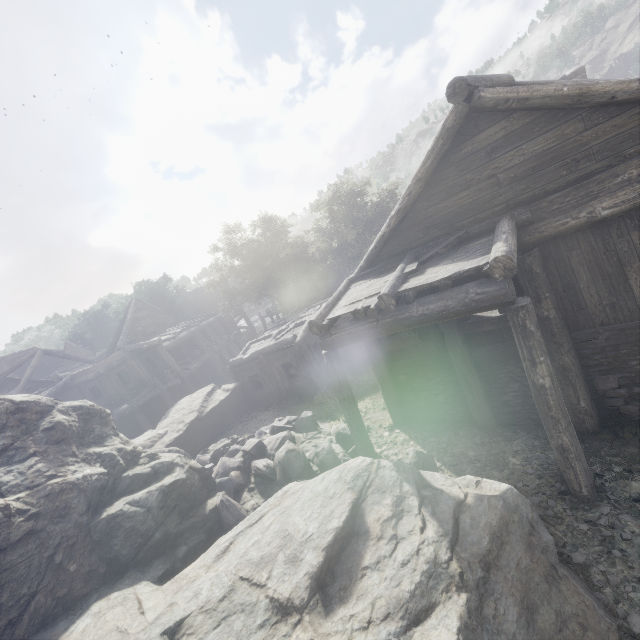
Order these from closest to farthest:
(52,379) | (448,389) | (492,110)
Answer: (492,110) → (448,389) → (52,379)

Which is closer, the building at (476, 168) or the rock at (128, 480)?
the rock at (128, 480)

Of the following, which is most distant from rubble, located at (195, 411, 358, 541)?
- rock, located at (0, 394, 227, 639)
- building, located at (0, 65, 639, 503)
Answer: building, located at (0, 65, 639, 503)

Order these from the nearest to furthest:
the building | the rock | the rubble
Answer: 1. the rock
2. the building
3. the rubble

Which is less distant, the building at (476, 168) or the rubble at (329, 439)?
the building at (476, 168)

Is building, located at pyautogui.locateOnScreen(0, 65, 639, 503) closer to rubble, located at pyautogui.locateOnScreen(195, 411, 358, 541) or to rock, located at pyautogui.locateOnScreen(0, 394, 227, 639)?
rock, located at pyautogui.locateOnScreen(0, 394, 227, 639)
